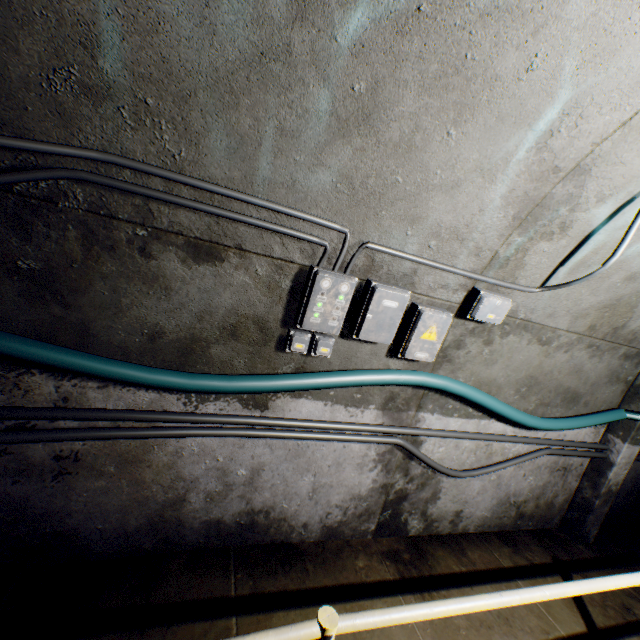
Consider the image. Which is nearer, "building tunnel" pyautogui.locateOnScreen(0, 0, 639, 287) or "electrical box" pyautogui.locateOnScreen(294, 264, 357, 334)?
"building tunnel" pyautogui.locateOnScreen(0, 0, 639, 287)

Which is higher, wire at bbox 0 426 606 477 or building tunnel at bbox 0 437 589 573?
wire at bbox 0 426 606 477

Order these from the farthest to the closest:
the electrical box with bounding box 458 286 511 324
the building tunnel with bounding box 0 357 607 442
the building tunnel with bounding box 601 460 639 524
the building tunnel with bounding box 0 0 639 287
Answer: the building tunnel with bounding box 601 460 639 524 < the electrical box with bounding box 458 286 511 324 < the building tunnel with bounding box 0 357 607 442 < the building tunnel with bounding box 0 0 639 287

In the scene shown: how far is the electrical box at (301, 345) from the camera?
2.1m

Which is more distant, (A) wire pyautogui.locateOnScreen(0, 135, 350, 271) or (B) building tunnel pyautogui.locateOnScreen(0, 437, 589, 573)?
(B) building tunnel pyautogui.locateOnScreen(0, 437, 589, 573)

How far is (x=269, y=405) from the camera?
2.3m

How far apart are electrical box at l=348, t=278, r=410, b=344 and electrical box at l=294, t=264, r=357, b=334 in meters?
0.1 m

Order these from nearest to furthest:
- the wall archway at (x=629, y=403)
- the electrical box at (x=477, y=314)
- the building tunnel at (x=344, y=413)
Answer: the building tunnel at (x=344, y=413), the electrical box at (x=477, y=314), the wall archway at (x=629, y=403)
